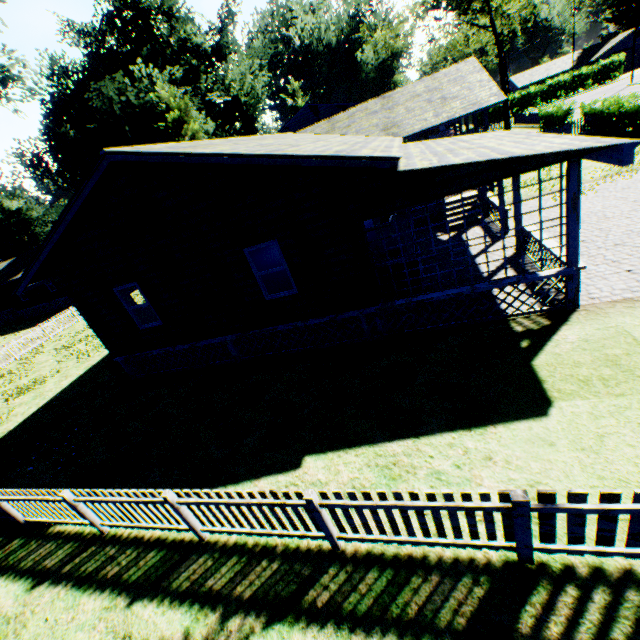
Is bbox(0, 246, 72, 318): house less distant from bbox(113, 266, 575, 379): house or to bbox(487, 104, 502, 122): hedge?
bbox(113, 266, 575, 379): house

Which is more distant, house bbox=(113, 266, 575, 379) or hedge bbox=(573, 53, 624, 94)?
hedge bbox=(573, 53, 624, 94)

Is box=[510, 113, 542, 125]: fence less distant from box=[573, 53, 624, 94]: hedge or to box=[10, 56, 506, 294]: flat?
box=[10, 56, 506, 294]: flat

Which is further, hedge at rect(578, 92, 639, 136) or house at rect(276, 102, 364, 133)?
house at rect(276, 102, 364, 133)

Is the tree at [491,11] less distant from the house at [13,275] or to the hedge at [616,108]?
the hedge at [616,108]

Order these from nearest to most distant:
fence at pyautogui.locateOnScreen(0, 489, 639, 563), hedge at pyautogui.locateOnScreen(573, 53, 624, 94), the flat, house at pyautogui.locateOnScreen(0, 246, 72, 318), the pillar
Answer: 1. fence at pyautogui.locateOnScreen(0, 489, 639, 563)
2. the pillar
3. the flat
4. house at pyautogui.locateOnScreen(0, 246, 72, 318)
5. hedge at pyautogui.locateOnScreen(573, 53, 624, 94)

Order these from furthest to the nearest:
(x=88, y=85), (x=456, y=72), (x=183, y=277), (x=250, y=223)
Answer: (x=88, y=85) < (x=456, y=72) < (x=183, y=277) < (x=250, y=223)

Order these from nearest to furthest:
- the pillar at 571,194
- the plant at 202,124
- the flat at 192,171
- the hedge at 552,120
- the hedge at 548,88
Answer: the pillar at 571,194 < the flat at 192,171 < the hedge at 552,120 < the plant at 202,124 < the hedge at 548,88
